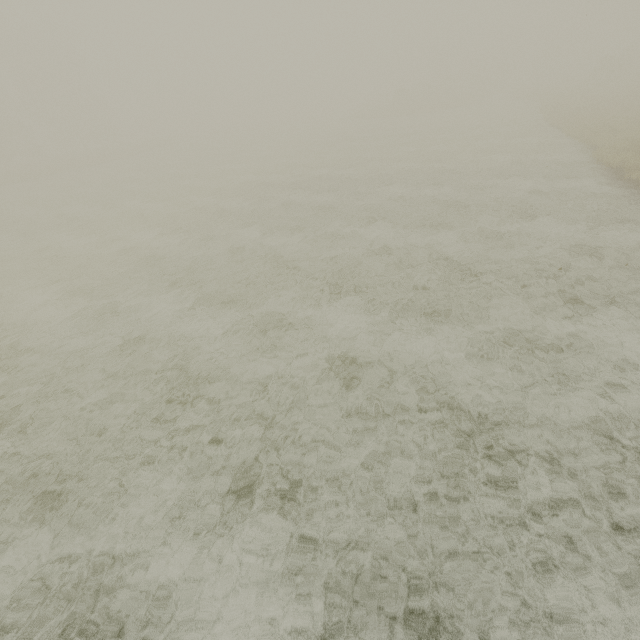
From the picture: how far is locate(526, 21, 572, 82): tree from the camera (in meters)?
50.84

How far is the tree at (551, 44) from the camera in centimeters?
5084cm

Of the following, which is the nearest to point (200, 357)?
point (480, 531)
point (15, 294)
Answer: point (480, 531)
